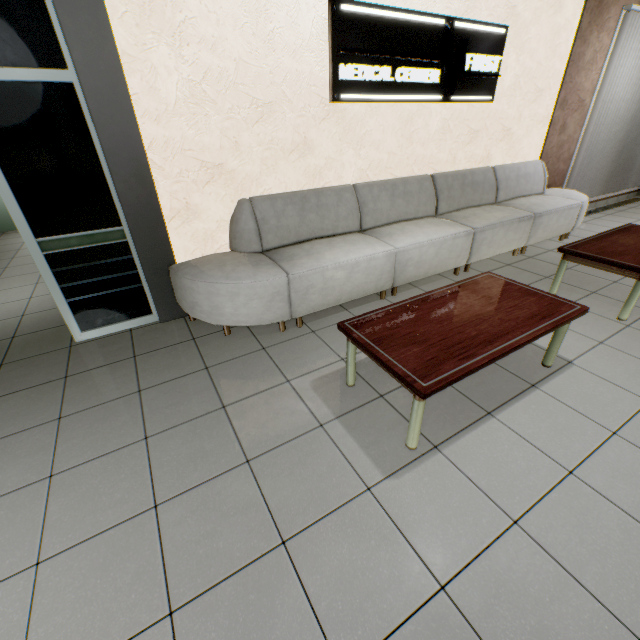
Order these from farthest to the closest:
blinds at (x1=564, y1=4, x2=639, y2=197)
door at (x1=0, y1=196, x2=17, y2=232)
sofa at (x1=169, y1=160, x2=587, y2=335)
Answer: door at (x1=0, y1=196, x2=17, y2=232)
blinds at (x1=564, y1=4, x2=639, y2=197)
sofa at (x1=169, y1=160, x2=587, y2=335)

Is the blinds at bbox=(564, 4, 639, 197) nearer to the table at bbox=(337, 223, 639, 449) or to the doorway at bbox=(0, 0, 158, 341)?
the table at bbox=(337, 223, 639, 449)

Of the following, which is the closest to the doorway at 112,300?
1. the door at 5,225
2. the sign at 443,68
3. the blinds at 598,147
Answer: the sign at 443,68

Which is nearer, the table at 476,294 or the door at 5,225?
the table at 476,294

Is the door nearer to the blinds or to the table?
the table

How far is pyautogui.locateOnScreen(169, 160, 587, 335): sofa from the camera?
2.8m

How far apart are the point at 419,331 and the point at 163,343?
2.27m

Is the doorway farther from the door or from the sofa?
the door
